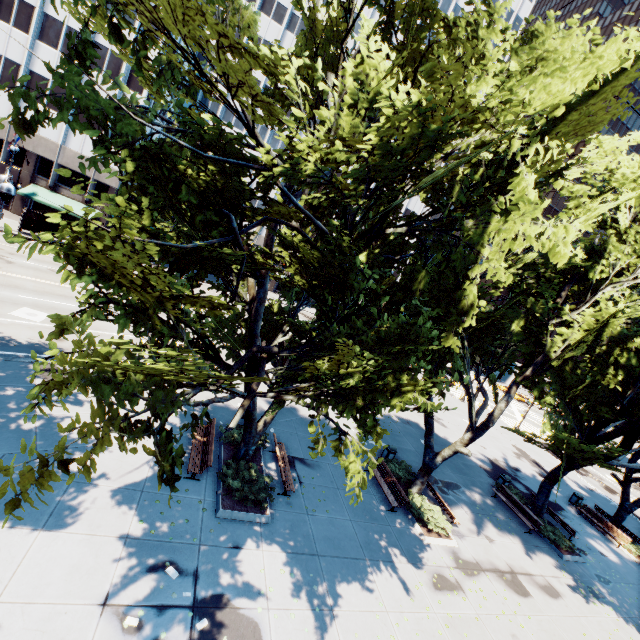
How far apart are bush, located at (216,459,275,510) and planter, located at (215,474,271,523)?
0.15m

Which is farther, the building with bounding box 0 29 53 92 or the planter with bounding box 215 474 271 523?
the building with bounding box 0 29 53 92

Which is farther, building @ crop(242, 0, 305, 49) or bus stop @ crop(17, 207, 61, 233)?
building @ crop(242, 0, 305, 49)

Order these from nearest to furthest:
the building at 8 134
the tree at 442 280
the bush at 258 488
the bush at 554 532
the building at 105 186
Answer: the tree at 442 280 → the bush at 258 488 → the bush at 554 532 → the building at 8 134 → the building at 105 186

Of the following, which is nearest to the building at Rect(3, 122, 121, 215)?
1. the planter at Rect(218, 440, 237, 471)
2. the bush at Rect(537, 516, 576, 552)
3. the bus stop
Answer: the bus stop

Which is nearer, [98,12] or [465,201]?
[98,12]

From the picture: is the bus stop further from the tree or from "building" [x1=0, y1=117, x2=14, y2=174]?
the tree

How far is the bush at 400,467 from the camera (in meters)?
17.27
